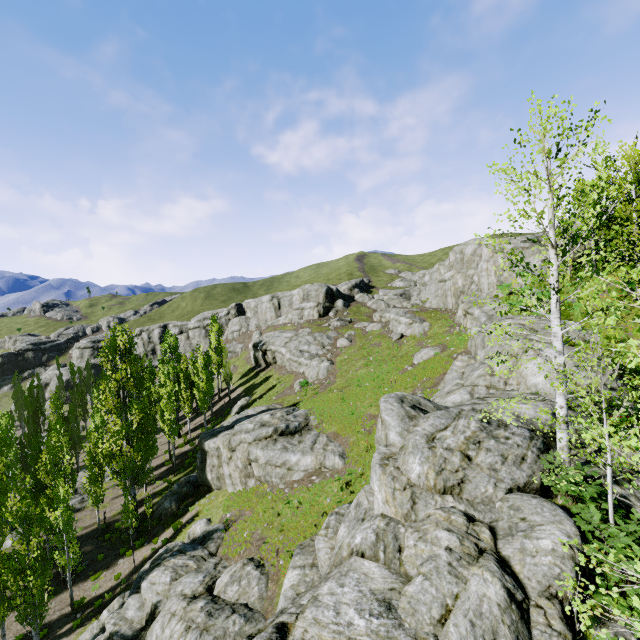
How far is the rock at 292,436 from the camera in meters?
23.2 m

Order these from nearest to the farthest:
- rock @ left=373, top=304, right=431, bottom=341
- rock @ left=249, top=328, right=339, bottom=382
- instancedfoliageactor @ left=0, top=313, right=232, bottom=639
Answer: instancedfoliageactor @ left=0, top=313, right=232, bottom=639
rock @ left=373, top=304, right=431, bottom=341
rock @ left=249, top=328, right=339, bottom=382

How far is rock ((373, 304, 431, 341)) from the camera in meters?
39.2 m

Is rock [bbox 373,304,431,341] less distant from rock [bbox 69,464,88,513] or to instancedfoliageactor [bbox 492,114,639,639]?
instancedfoliageactor [bbox 492,114,639,639]

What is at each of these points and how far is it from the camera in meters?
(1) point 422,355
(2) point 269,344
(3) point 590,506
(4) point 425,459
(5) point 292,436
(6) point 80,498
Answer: (1) rock, 30.2
(2) rock, 52.1
(3) instancedfoliageactor, 8.0
(4) rock, 10.3
(5) rock, 26.3
(6) rock, 32.5

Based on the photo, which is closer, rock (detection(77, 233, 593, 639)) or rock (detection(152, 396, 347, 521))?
rock (detection(77, 233, 593, 639))

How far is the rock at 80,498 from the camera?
31.5m

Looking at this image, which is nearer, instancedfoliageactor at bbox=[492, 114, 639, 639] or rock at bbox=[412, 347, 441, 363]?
instancedfoliageactor at bbox=[492, 114, 639, 639]
